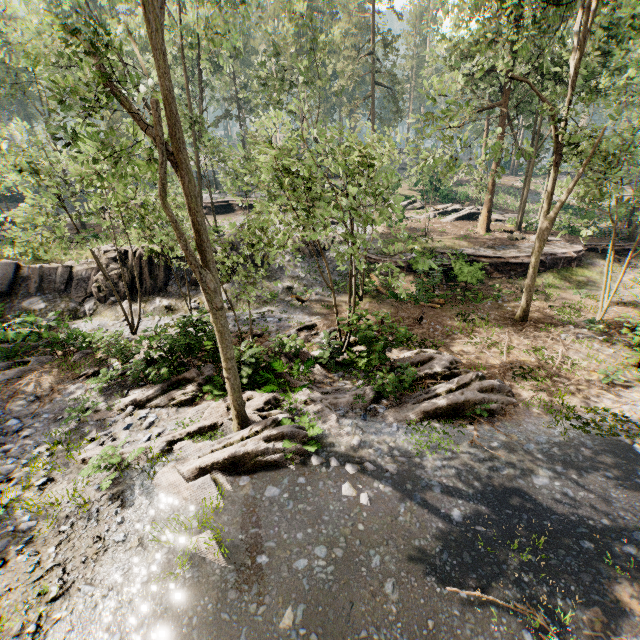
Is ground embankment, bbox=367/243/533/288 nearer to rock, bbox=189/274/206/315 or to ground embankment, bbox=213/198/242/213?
rock, bbox=189/274/206/315

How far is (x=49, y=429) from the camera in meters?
10.4 m

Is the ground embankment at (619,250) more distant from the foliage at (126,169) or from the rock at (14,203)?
the rock at (14,203)

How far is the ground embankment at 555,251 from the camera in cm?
2277

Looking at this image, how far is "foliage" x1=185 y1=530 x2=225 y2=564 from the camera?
6.7m

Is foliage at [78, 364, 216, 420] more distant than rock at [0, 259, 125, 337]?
No

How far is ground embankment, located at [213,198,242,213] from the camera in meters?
34.9

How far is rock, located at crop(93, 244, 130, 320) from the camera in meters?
18.9
